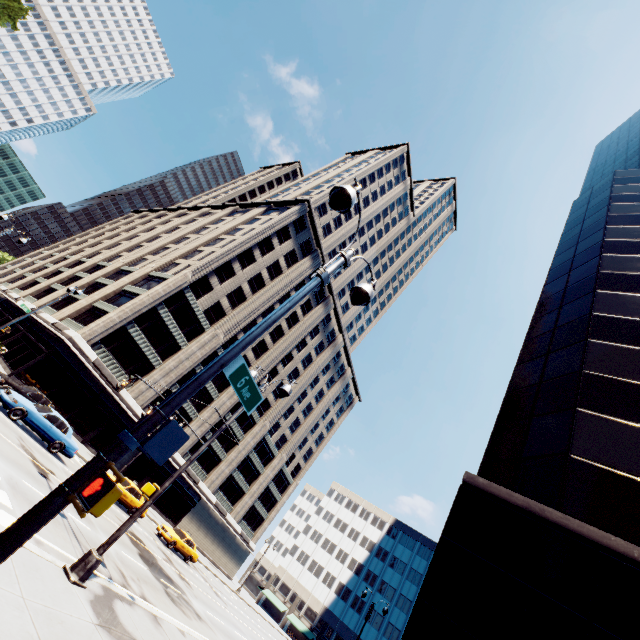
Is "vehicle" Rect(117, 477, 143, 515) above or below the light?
below

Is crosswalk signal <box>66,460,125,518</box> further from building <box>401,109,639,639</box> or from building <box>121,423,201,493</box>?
building <box>121,423,201,493</box>

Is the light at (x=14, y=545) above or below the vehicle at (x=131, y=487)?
above

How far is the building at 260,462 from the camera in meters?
45.5

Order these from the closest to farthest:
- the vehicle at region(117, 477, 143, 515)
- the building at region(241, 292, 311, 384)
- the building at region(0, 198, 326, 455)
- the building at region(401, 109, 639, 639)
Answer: the building at region(401, 109, 639, 639) < the vehicle at region(117, 477, 143, 515) < the building at region(0, 198, 326, 455) < the building at region(241, 292, 311, 384)

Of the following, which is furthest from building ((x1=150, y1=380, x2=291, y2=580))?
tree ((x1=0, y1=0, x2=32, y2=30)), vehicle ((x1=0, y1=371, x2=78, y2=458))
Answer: vehicle ((x1=0, y1=371, x2=78, y2=458))

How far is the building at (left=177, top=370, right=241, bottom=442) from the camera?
44.3 meters

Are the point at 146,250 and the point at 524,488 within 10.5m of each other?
no
